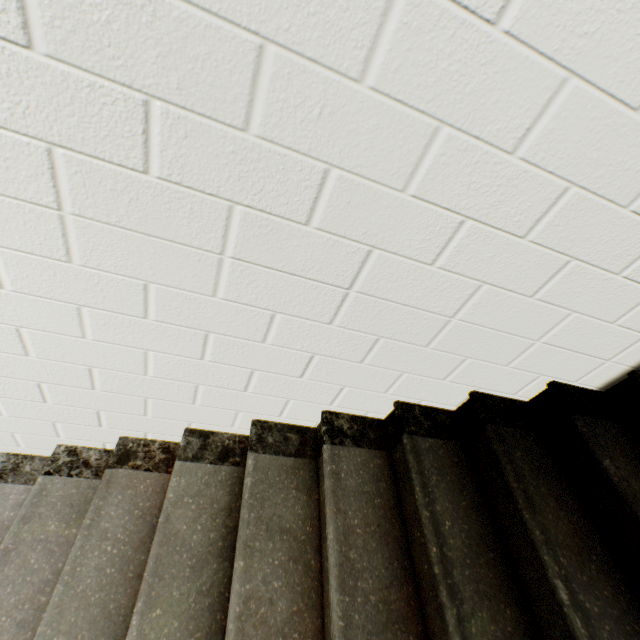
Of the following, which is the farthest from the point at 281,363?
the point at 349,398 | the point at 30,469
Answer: the point at 30,469
